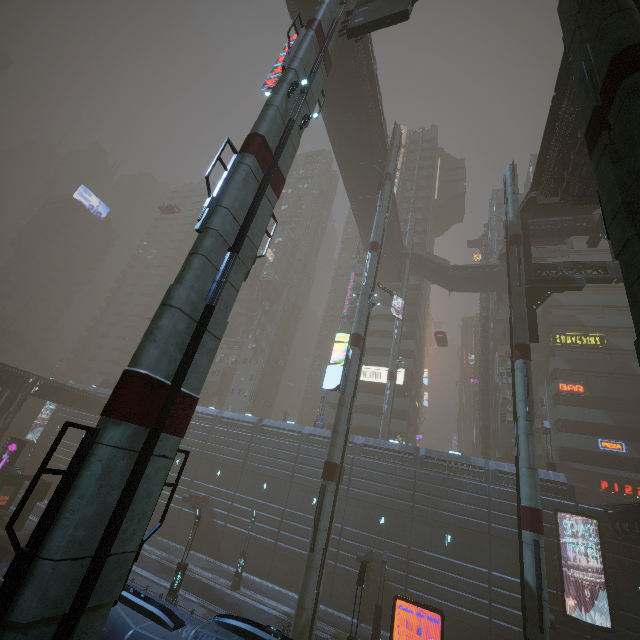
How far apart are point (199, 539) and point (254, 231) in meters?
35.2 m

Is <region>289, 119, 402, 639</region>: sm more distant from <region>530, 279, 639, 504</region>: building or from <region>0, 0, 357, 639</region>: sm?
<region>0, 0, 357, 639</region>: sm

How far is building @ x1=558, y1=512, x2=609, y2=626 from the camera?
21.9m

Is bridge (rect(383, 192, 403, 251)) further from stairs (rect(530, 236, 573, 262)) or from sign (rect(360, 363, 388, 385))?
sign (rect(360, 363, 388, 385))

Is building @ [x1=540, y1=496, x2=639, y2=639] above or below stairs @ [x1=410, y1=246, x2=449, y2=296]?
below

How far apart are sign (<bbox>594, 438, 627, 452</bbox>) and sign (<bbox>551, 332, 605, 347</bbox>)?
10.4m

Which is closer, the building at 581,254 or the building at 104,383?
the building at 581,254

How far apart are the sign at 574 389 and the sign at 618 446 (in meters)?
4.39
